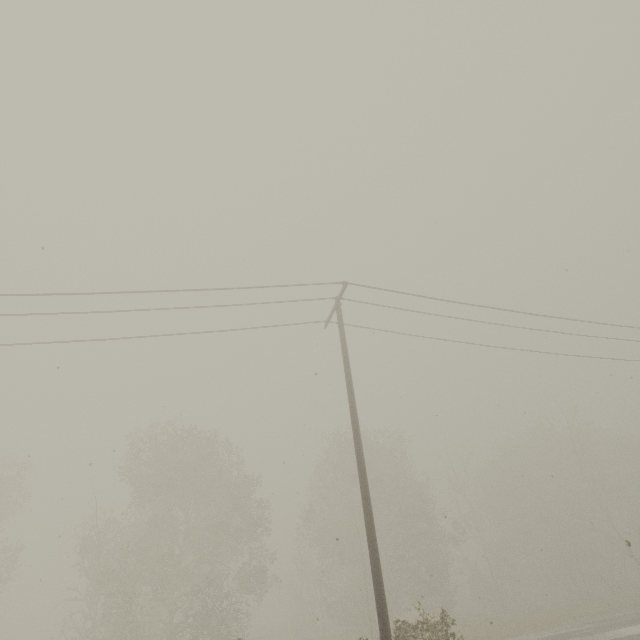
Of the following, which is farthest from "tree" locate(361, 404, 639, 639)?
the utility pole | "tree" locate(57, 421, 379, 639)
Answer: the utility pole

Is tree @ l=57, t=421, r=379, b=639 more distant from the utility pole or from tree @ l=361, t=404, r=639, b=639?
the utility pole

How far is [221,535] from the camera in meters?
27.2 m

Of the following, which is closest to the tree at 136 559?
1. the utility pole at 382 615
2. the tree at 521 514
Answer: the tree at 521 514

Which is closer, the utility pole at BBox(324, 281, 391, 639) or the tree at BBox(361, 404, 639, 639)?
the utility pole at BBox(324, 281, 391, 639)

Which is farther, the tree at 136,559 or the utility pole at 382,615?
the tree at 136,559
